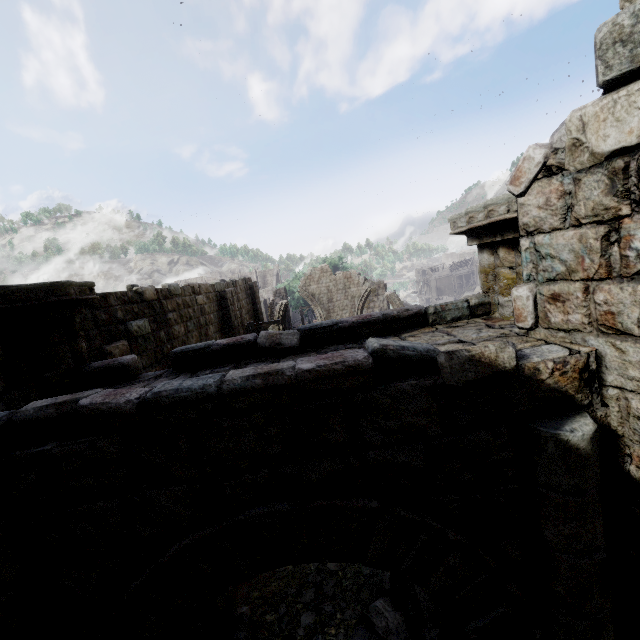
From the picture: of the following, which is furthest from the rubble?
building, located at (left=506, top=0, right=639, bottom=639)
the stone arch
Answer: building, located at (left=506, top=0, right=639, bottom=639)

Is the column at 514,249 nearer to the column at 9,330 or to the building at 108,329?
the building at 108,329

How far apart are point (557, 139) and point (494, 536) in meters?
3.2

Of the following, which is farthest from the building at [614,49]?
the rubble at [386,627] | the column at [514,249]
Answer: the rubble at [386,627]

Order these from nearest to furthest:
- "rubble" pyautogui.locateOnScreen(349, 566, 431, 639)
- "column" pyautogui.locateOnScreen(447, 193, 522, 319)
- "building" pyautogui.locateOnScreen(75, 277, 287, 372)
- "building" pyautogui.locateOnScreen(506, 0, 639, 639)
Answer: "building" pyautogui.locateOnScreen(506, 0, 639, 639)
"column" pyautogui.locateOnScreen(447, 193, 522, 319)
"rubble" pyautogui.locateOnScreen(349, 566, 431, 639)
"building" pyautogui.locateOnScreen(75, 277, 287, 372)

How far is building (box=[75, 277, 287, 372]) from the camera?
6.8m

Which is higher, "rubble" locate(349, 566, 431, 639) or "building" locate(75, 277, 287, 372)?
"building" locate(75, 277, 287, 372)

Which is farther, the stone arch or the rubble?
the rubble
